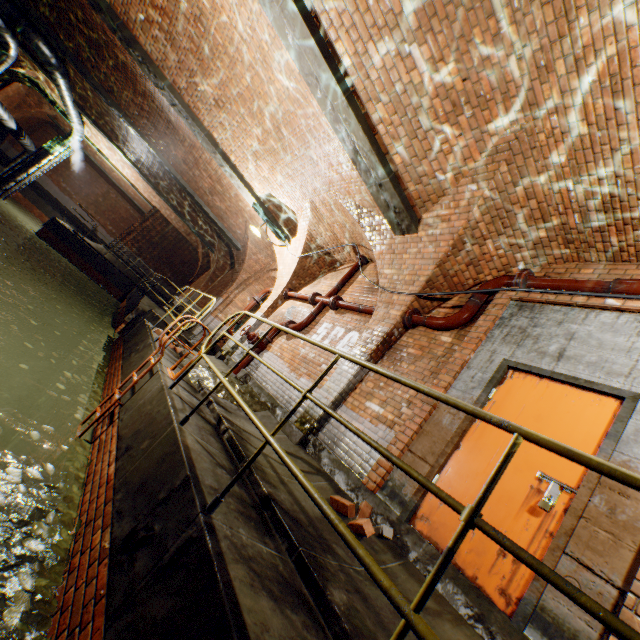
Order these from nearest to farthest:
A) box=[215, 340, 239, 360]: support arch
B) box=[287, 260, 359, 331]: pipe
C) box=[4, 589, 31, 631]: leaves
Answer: box=[4, 589, 31, 631]: leaves, box=[287, 260, 359, 331]: pipe, box=[215, 340, 239, 360]: support arch

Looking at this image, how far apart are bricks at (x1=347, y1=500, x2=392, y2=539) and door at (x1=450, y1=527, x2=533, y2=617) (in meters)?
0.26

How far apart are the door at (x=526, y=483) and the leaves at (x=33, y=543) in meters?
2.8 m

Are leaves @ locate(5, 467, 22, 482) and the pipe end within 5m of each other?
no

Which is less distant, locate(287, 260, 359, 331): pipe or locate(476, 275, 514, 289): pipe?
locate(476, 275, 514, 289): pipe

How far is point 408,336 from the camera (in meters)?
5.40

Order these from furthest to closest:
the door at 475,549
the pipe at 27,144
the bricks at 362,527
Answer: the pipe at 27,144, the bricks at 362,527, the door at 475,549

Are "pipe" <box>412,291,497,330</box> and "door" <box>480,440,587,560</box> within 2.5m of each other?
yes
